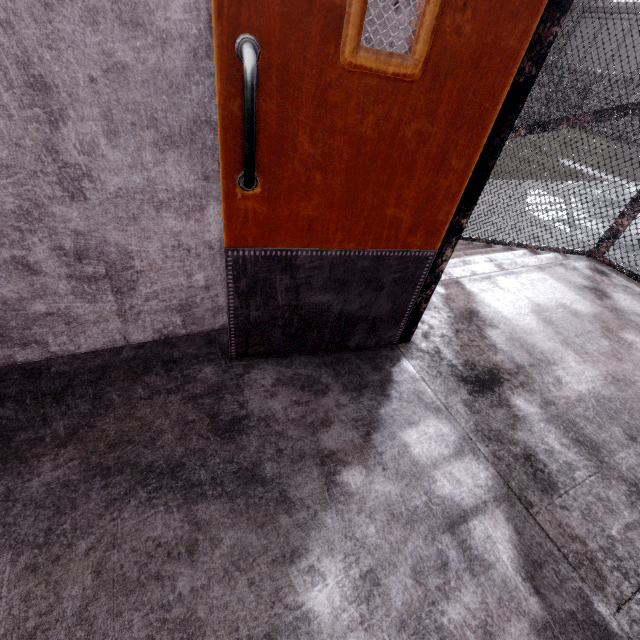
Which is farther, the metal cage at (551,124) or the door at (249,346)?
the metal cage at (551,124)

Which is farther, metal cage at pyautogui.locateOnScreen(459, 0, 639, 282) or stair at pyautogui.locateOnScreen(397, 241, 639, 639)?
metal cage at pyautogui.locateOnScreen(459, 0, 639, 282)

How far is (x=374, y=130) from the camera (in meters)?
1.10

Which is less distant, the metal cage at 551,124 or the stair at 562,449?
the stair at 562,449

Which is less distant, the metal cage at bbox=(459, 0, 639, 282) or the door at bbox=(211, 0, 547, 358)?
the door at bbox=(211, 0, 547, 358)

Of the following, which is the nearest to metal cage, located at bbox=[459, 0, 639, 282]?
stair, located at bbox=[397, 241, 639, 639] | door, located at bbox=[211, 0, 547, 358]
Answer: stair, located at bbox=[397, 241, 639, 639]

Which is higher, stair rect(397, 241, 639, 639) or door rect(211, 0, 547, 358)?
door rect(211, 0, 547, 358)

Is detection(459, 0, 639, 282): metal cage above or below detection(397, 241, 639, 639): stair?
above
